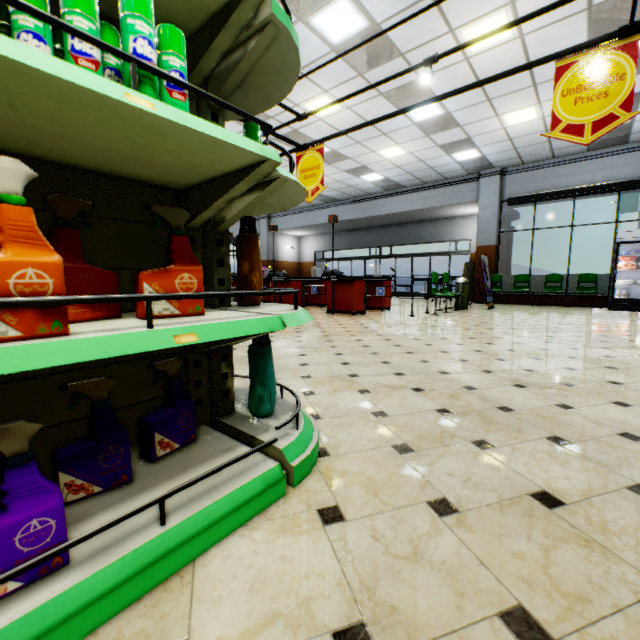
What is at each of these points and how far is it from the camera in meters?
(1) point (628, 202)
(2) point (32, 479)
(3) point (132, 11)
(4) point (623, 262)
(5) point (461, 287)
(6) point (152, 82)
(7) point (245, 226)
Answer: (1) lamp post banner, 19.9 m
(2) spray bottle, 0.8 m
(3) aerosol can, 0.8 m
(4) boxed frozen food, 9.3 m
(5) trash can, 9.6 m
(6) aerosol can, 0.9 m
(7) fabric softener, 1.7 m

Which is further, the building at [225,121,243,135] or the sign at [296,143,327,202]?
the building at [225,121,243,135]

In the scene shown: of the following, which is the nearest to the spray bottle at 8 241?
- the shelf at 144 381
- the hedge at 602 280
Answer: the shelf at 144 381

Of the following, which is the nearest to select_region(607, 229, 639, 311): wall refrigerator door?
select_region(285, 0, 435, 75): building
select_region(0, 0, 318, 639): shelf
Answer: select_region(285, 0, 435, 75): building

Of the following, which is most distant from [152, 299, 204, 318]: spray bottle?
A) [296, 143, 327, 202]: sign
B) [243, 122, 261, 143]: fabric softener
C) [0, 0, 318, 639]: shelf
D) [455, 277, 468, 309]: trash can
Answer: [455, 277, 468, 309]: trash can

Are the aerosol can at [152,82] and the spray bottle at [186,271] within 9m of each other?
yes

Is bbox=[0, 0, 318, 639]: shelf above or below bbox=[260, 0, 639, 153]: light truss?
below

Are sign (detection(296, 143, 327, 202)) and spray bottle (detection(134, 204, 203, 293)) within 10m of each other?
yes
